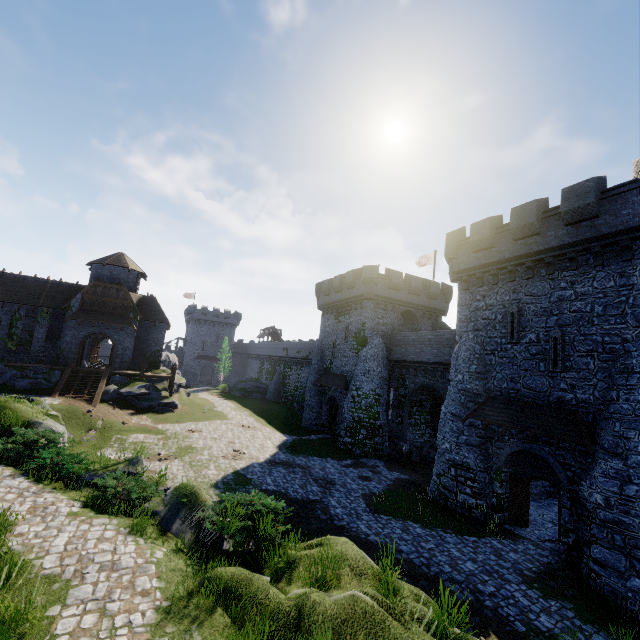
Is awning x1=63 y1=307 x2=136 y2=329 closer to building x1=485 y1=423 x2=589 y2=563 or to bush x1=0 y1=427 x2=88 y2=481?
building x1=485 y1=423 x2=589 y2=563

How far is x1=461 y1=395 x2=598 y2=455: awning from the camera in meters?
13.8

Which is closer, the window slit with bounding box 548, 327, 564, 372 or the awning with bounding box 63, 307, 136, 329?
the window slit with bounding box 548, 327, 564, 372

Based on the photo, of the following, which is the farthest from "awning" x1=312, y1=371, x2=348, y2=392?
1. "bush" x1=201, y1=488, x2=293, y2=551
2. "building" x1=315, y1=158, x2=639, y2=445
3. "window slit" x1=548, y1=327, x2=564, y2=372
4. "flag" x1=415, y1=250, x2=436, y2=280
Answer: "bush" x1=201, y1=488, x2=293, y2=551

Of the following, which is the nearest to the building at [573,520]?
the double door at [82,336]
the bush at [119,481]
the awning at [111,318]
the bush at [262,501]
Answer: the bush at [262,501]

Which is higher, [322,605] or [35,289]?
[35,289]

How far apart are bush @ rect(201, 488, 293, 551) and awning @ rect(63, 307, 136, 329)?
29.1m

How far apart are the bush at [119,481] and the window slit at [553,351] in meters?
17.8
